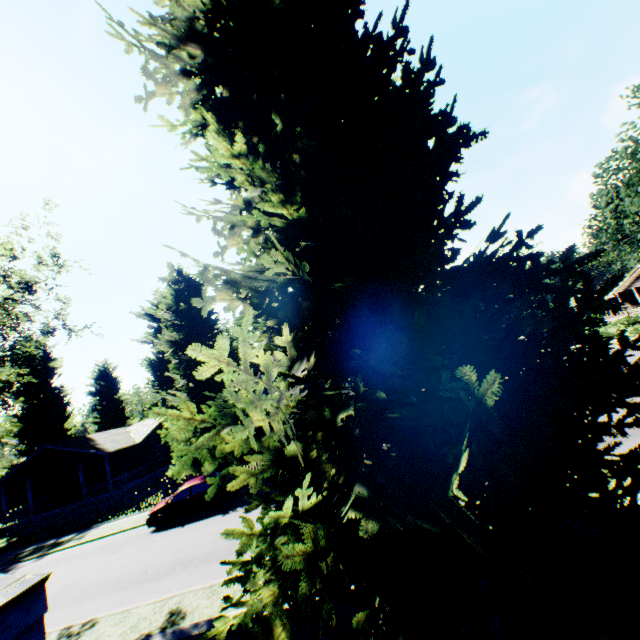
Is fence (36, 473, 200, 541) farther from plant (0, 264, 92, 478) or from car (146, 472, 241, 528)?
car (146, 472, 241, 528)

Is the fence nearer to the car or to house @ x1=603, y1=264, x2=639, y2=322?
the car

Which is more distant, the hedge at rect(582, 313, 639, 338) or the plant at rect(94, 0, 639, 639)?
the hedge at rect(582, 313, 639, 338)

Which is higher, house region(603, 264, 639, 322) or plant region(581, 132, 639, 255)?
plant region(581, 132, 639, 255)

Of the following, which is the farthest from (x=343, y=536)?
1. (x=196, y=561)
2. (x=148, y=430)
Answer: (x=148, y=430)

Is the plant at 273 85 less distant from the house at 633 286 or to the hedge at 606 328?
the house at 633 286

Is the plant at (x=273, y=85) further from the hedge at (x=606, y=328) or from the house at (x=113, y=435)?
the hedge at (x=606, y=328)

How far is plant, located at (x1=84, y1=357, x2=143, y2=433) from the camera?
45.4 meters
